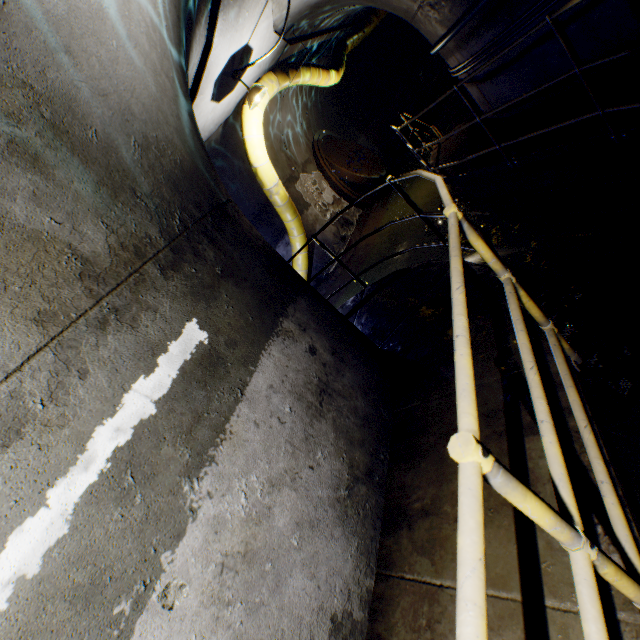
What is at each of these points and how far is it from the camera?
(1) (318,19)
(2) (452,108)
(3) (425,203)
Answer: (1) building tunnel, 6.6 meters
(2) stairs, 11.0 meters
(3) building tunnel, 9.0 meters

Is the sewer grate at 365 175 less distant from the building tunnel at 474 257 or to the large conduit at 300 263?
the building tunnel at 474 257

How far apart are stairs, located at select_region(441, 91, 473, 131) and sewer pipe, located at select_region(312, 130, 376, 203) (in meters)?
2.80

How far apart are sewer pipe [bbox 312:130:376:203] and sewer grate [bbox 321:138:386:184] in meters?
0.0 m

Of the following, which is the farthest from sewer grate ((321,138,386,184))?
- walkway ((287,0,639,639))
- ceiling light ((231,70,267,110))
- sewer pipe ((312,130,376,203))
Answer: ceiling light ((231,70,267,110))

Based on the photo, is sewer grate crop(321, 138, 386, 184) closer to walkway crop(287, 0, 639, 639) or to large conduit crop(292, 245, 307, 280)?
large conduit crop(292, 245, 307, 280)

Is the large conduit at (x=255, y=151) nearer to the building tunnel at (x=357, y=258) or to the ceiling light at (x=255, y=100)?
the building tunnel at (x=357, y=258)

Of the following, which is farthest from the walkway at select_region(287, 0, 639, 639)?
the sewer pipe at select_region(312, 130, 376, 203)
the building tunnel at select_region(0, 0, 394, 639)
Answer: the sewer pipe at select_region(312, 130, 376, 203)
